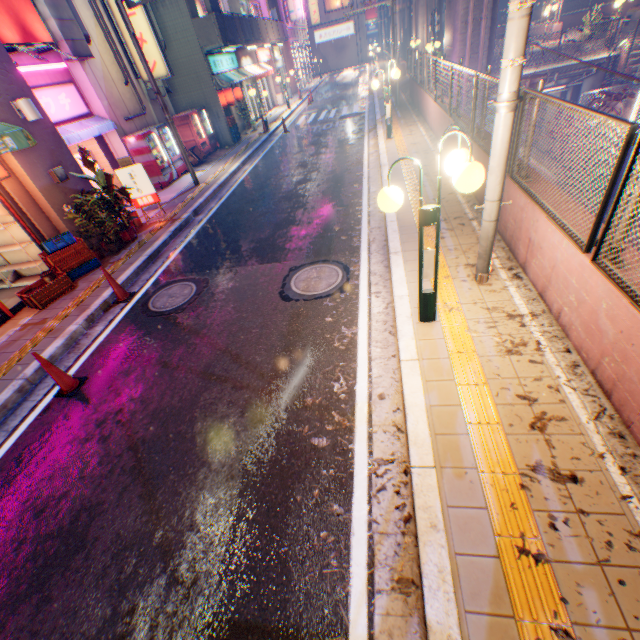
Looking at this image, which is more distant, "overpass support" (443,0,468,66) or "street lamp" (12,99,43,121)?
"overpass support" (443,0,468,66)

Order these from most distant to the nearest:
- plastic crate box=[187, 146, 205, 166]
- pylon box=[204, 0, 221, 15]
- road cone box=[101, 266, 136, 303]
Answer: plastic crate box=[187, 146, 205, 166]
pylon box=[204, 0, 221, 15]
road cone box=[101, 266, 136, 303]

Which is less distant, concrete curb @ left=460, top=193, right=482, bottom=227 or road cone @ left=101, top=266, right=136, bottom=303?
concrete curb @ left=460, top=193, right=482, bottom=227

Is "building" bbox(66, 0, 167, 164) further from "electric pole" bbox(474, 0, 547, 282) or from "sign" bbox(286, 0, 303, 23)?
"sign" bbox(286, 0, 303, 23)

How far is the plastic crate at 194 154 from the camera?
15.8m

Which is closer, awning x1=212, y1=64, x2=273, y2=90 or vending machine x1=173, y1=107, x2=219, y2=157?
vending machine x1=173, y1=107, x2=219, y2=157

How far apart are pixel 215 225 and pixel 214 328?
5.21m

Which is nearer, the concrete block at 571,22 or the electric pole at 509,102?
the electric pole at 509,102
